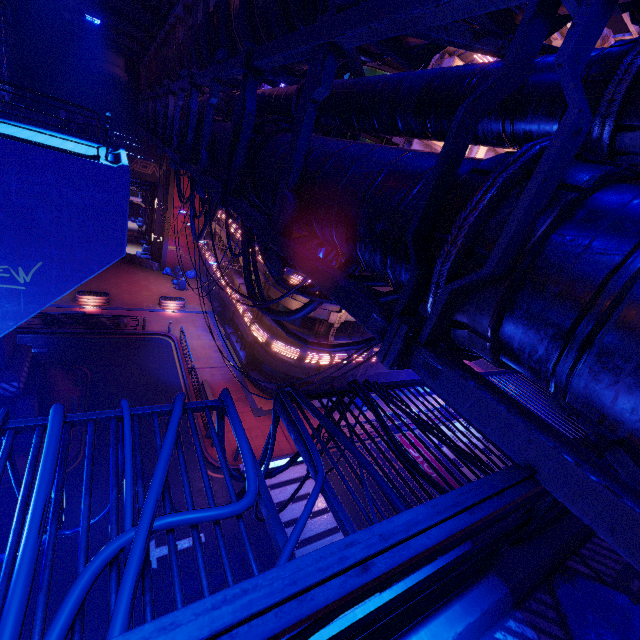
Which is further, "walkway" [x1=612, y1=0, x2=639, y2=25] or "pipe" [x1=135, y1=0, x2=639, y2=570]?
"walkway" [x1=612, y1=0, x2=639, y2=25]

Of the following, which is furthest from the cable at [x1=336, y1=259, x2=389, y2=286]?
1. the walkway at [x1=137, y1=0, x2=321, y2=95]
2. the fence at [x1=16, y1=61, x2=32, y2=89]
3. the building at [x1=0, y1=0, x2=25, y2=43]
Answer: the building at [x1=0, y1=0, x2=25, y2=43]

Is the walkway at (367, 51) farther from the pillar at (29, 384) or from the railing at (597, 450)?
the pillar at (29, 384)

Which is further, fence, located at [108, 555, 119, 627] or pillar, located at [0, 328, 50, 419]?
pillar, located at [0, 328, 50, 419]

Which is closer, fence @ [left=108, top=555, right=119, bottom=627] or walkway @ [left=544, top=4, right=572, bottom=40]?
fence @ [left=108, top=555, right=119, bottom=627]

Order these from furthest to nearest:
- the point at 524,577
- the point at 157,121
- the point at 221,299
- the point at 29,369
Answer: the point at 221,299, the point at 157,121, the point at 29,369, the point at 524,577

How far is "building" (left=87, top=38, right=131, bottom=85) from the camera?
26.5m

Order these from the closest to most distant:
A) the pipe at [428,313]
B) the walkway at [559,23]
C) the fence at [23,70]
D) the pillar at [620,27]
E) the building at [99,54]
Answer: the pipe at [428,313]
the walkway at [559,23]
the pillar at [620,27]
the fence at [23,70]
the building at [99,54]
